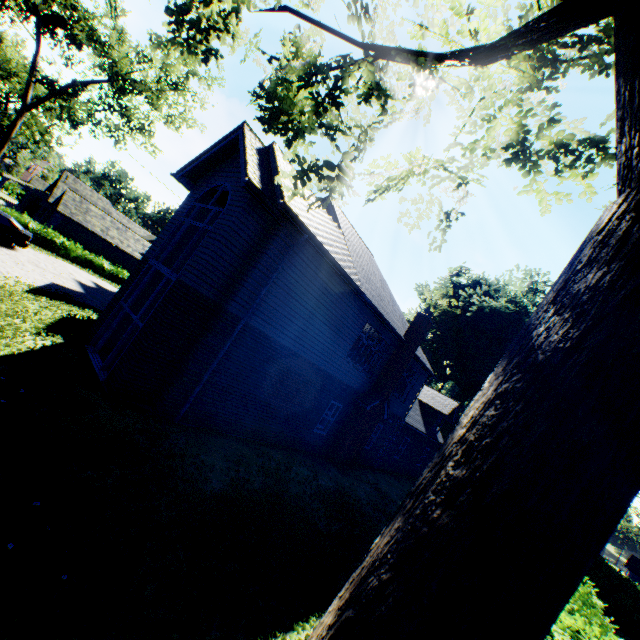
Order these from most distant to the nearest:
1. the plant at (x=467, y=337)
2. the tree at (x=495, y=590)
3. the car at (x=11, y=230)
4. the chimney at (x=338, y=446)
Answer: the plant at (x=467, y=337) → the car at (x=11, y=230) → the chimney at (x=338, y=446) → the tree at (x=495, y=590)

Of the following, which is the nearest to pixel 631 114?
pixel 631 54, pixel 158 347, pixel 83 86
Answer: pixel 631 54

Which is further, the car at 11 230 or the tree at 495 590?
the car at 11 230

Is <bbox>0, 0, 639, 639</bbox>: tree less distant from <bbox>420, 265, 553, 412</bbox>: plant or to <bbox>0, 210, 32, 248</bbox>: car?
<bbox>420, 265, 553, 412</bbox>: plant

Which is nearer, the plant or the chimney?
the chimney

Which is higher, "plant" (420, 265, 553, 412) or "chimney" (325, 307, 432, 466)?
"plant" (420, 265, 553, 412)

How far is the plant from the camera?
43.4 meters

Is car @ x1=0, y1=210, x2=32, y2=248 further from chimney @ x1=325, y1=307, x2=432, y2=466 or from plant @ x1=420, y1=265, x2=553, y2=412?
plant @ x1=420, y1=265, x2=553, y2=412
